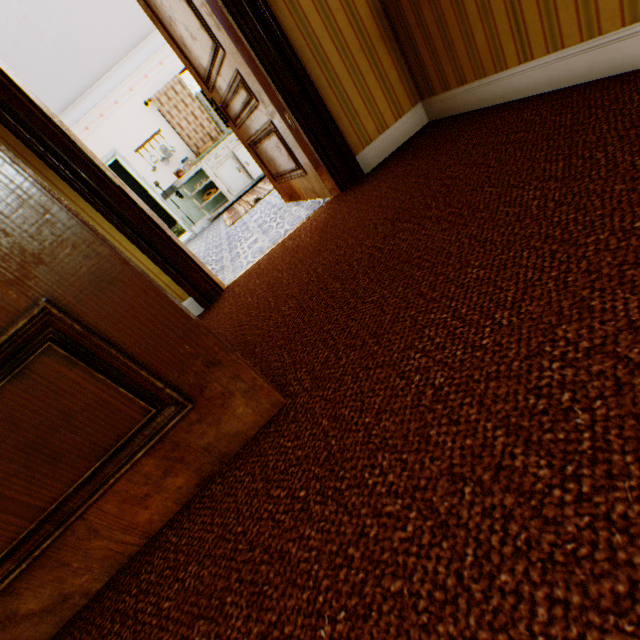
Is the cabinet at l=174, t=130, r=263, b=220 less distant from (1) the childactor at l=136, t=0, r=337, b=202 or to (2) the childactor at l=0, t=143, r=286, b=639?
(1) the childactor at l=136, t=0, r=337, b=202

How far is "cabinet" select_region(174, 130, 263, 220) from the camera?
6.8 meters

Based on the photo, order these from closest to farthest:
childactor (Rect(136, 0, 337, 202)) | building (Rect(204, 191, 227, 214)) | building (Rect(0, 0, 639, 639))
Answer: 1. building (Rect(0, 0, 639, 639))
2. childactor (Rect(136, 0, 337, 202))
3. building (Rect(204, 191, 227, 214))

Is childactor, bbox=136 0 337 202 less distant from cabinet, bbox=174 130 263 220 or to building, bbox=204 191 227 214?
building, bbox=204 191 227 214

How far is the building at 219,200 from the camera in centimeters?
777cm

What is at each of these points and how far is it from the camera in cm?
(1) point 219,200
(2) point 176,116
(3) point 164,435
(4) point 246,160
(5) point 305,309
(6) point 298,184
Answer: (1) building, 782
(2) curtain, 685
(3) childactor, 100
(4) cabinet, 694
(5) building, 157
(6) childactor, 305

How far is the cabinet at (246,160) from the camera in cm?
677

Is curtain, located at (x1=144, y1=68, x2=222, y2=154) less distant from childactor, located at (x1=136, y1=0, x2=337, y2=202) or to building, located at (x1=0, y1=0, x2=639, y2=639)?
building, located at (x1=0, y1=0, x2=639, y2=639)
